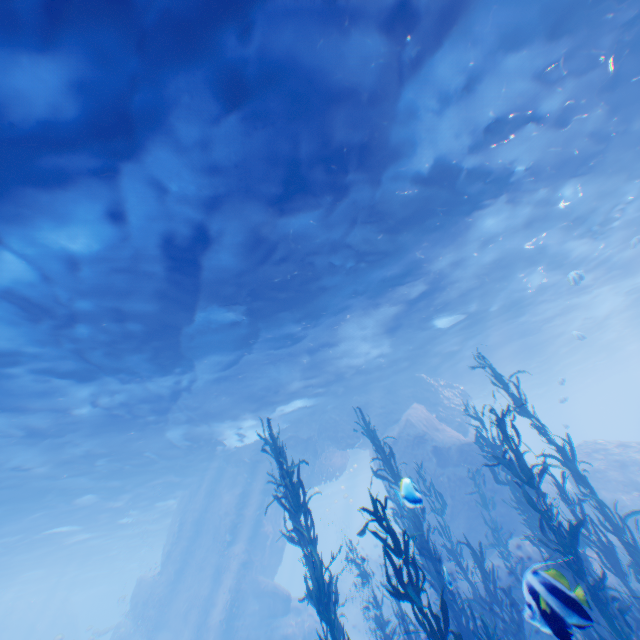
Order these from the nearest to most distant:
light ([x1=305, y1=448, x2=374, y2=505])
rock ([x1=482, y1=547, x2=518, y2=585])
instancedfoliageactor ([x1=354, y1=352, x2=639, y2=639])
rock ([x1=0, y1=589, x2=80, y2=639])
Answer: instancedfoliageactor ([x1=354, y1=352, x2=639, y2=639]) < rock ([x1=482, y1=547, x2=518, y2=585]) < light ([x1=305, y1=448, x2=374, y2=505]) < rock ([x1=0, y1=589, x2=80, y2=639])

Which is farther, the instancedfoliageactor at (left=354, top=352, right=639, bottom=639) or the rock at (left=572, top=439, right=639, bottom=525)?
the rock at (left=572, top=439, right=639, bottom=525)

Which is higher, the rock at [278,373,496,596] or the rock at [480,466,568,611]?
the rock at [278,373,496,596]

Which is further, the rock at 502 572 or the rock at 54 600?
the rock at 54 600

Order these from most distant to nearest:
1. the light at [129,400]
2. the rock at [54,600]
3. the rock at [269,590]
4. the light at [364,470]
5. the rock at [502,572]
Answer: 1. the rock at [54,600]
2. the light at [364,470]
3. the rock at [269,590]
4. the rock at [502,572]
5. the light at [129,400]

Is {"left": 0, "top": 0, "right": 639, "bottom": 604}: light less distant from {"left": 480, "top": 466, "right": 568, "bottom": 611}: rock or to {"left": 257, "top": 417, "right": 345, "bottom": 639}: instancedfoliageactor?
{"left": 480, "top": 466, "right": 568, "bottom": 611}: rock

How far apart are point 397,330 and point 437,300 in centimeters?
241cm

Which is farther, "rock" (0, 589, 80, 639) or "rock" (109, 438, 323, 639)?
"rock" (0, 589, 80, 639)
